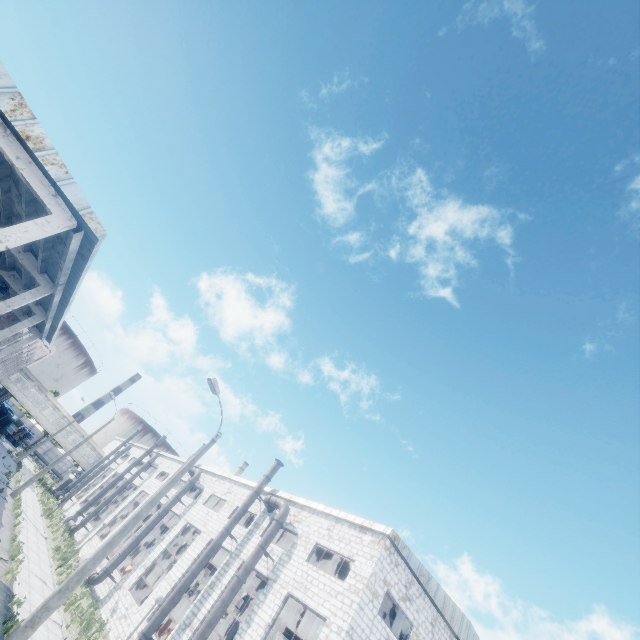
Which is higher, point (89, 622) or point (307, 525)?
point (307, 525)

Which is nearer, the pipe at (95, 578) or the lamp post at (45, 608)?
the lamp post at (45, 608)

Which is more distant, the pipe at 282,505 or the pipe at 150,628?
the pipe at 282,505

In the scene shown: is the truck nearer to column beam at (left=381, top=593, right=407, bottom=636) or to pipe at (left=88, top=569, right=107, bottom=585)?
pipe at (left=88, top=569, right=107, bottom=585)

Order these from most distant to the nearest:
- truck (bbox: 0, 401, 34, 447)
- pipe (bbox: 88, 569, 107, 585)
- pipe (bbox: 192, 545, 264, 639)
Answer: truck (bbox: 0, 401, 34, 447)
pipe (bbox: 88, 569, 107, 585)
pipe (bbox: 192, 545, 264, 639)

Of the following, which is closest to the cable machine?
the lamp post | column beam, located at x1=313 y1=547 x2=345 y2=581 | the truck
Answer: column beam, located at x1=313 y1=547 x2=345 y2=581

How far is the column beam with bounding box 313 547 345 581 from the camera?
23.8 meters

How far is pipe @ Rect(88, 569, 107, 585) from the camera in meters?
23.3
